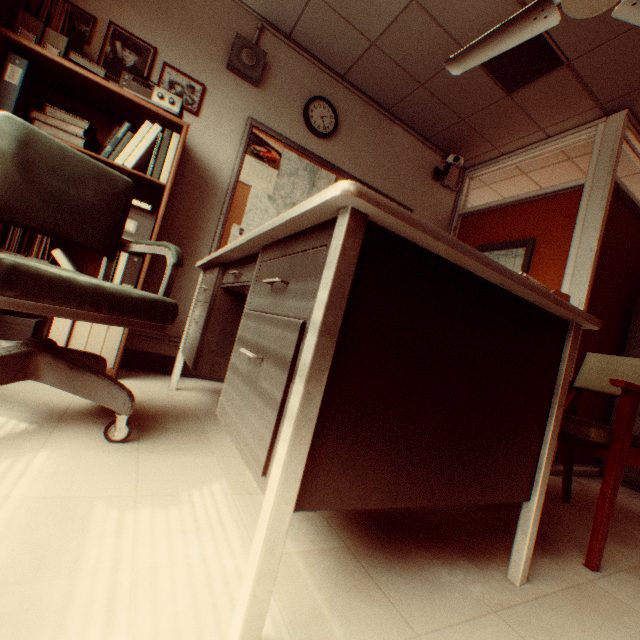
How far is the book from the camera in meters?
2.1

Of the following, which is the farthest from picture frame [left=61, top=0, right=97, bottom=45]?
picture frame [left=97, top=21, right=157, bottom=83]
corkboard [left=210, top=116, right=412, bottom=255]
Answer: corkboard [left=210, top=116, right=412, bottom=255]

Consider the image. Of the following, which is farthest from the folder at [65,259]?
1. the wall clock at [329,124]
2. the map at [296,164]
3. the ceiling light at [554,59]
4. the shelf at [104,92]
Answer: the ceiling light at [554,59]

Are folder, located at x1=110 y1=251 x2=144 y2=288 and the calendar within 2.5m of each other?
yes

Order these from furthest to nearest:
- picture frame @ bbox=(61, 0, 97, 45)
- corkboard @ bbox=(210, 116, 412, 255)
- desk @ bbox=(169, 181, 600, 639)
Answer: corkboard @ bbox=(210, 116, 412, 255), picture frame @ bbox=(61, 0, 97, 45), desk @ bbox=(169, 181, 600, 639)

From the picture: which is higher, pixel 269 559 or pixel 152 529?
pixel 269 559

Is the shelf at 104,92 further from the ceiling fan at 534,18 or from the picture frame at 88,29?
the ceiling fan at 534,18

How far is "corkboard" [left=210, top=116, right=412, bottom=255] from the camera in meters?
3.1 m
